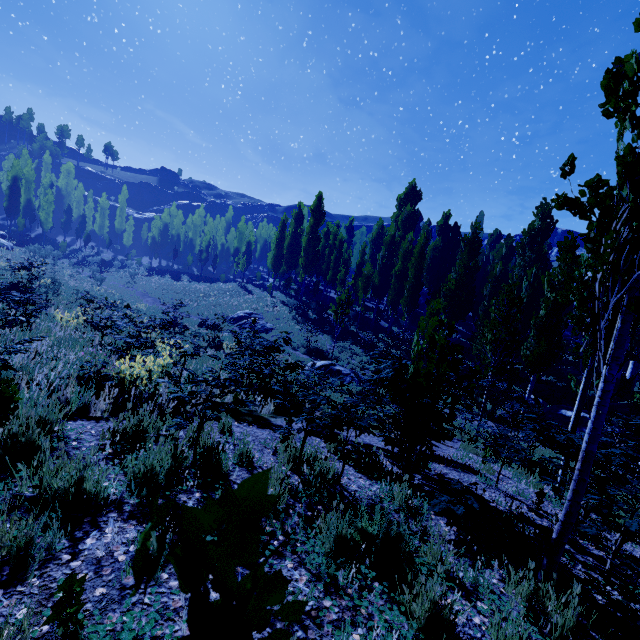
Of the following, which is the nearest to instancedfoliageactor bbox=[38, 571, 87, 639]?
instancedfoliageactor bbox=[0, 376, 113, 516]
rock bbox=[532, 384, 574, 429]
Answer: rock bbox=[532, 384, 574, 429]

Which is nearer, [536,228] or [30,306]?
[30,306]

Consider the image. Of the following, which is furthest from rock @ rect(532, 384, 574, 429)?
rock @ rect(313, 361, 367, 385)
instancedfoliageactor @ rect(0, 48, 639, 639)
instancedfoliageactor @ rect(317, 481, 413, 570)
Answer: instancedfoliageactor @ rect(317, 481, 413, 570)

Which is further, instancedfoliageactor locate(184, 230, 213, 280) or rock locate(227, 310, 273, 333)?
instancedfoliageactor locate(184, 230, 213, 280)

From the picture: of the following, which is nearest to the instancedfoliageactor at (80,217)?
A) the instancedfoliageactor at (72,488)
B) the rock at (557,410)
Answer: the rock at (557,410)

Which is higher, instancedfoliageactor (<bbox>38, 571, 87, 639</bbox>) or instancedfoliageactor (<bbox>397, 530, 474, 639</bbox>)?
instancedfoliageactor (<bbox>38, 571, 87, 639</bbox>)

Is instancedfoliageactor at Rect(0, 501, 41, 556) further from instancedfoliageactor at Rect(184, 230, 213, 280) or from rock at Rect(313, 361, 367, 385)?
rock at Rect(313, 361, 367, 385)
